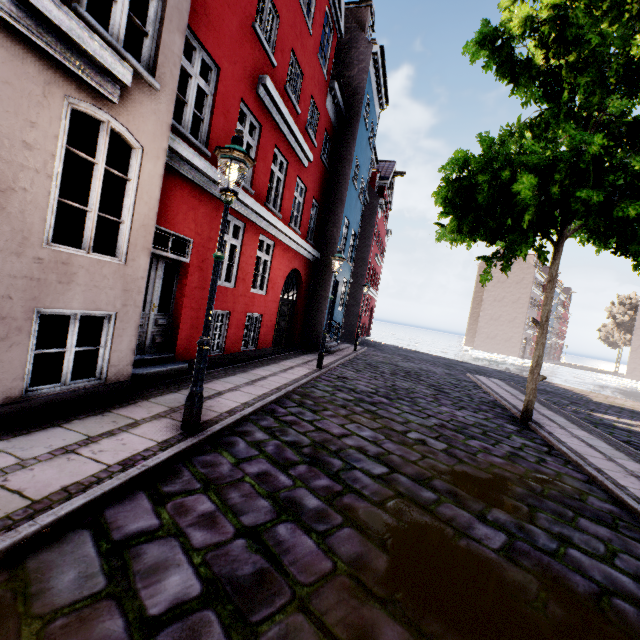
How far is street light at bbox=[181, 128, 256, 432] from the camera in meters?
4.0

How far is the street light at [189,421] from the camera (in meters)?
4.03

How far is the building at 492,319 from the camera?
48.1m

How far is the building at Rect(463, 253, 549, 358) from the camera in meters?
Result: 48.1

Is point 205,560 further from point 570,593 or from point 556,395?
point 556,395

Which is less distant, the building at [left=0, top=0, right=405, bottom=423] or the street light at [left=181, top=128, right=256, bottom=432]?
the building at [left=0, top=0, right=405, bottom=423]

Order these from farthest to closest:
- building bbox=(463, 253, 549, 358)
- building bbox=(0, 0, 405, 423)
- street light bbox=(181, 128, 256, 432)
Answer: building bbox=(463, 253, 549, 358)
street light bbox=(181, 128, 256, 432)
building bbox=(0, 0, 405, 423)
